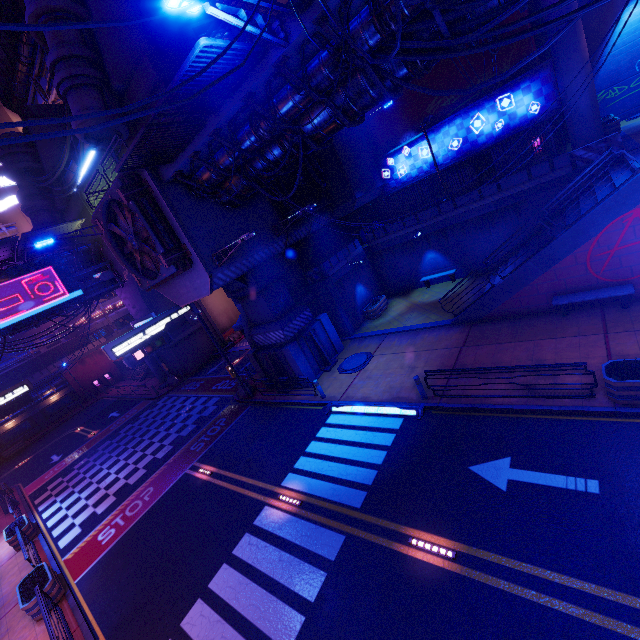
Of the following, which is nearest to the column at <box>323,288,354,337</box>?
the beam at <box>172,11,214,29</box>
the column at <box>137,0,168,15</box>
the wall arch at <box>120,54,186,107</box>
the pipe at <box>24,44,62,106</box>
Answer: the wall arch at <box>120,54,186,107</box>

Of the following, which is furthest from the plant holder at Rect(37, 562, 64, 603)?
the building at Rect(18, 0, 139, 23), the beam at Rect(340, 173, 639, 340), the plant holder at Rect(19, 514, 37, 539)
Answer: the building at Rect(18, 0, 139, 23)

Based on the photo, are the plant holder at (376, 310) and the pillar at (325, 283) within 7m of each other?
yes

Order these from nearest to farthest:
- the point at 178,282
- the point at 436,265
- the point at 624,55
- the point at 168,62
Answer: the point at 178,282
the point at 168,62
the point at 624,55
the point at 436,265

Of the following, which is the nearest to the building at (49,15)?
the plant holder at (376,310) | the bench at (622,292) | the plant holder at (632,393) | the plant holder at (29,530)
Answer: the plant holder at (376,310)

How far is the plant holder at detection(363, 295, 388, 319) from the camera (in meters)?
22.31

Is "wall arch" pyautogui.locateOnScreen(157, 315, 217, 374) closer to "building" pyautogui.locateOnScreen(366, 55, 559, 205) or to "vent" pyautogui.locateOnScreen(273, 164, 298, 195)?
"vent" pyautogui.locateOnScreen(273, 164, 298, 195)

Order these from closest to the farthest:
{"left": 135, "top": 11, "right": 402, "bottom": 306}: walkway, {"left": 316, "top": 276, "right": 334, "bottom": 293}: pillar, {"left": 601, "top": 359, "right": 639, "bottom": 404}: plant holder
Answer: {"left": 601, "top": 359, "right": 639, "bottom": 404}: plant holder
{"left": 135, "top": 11, "right": 402, "bottom": 306}: walkway
{"left": 316, "top": 276, "right": 334, "bottom": 293}: pillar
